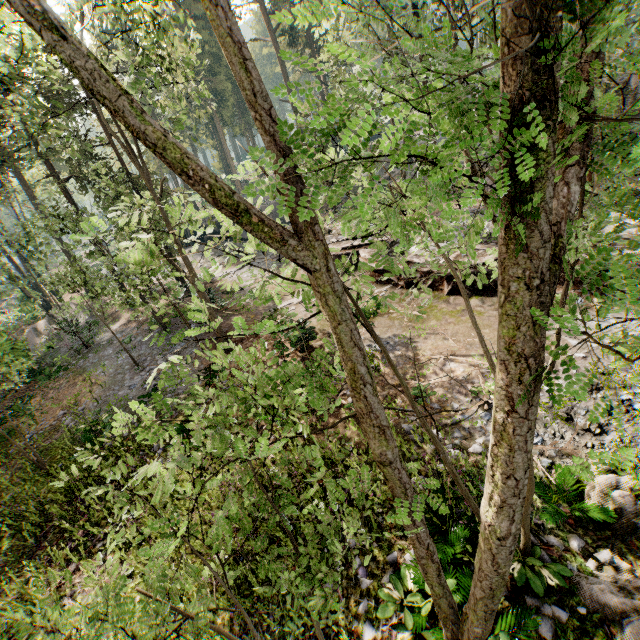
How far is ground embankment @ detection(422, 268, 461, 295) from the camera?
14.74m

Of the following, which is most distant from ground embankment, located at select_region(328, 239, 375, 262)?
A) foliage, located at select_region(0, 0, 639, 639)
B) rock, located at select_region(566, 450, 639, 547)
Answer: rock, located at select_region(566, 450, 639, 547)

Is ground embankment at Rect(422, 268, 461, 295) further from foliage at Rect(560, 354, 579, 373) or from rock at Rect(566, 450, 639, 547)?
rock at Rect(566, 450, 639, 547)

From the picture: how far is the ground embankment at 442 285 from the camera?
14.7 meters

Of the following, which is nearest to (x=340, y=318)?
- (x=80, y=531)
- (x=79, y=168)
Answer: (x=80, y=531)

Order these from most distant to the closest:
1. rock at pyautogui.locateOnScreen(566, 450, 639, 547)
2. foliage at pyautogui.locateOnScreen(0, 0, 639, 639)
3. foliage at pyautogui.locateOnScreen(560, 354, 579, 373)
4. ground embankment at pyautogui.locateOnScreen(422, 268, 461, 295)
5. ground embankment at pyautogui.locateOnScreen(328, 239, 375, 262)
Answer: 1. ground embankment at pyautogui.locateOnScreen(328, 239, 375, 262)
2. ground embankment at pyautogui.locateOnScreen(422, 268, 461, 295)
3. rock at pyautogui.locateOnScreen(566, 450, 639, 547)
4. foliage at pyautogui.locateOnScreen(560, 354, 579, 373)
5. foliage at pyautogui.locateOnScreen(0, 0, 639, 639)

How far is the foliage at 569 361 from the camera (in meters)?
2.00
